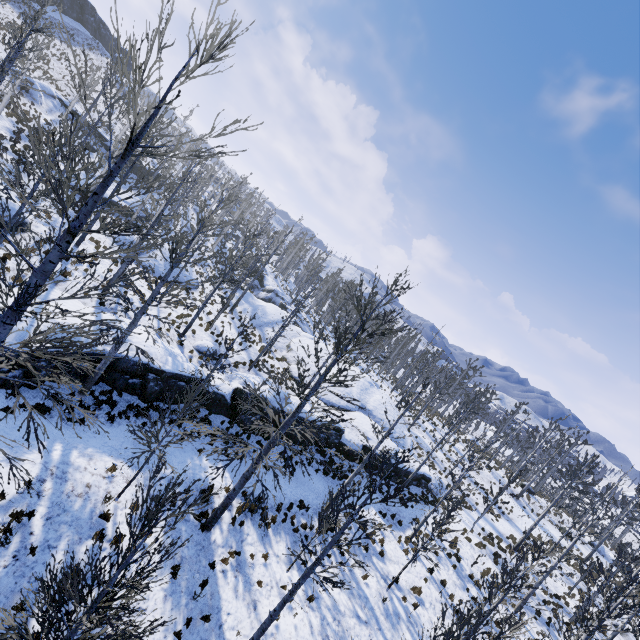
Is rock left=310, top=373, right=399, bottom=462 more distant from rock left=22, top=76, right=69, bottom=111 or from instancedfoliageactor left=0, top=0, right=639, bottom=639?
rock left=22, top=76, right=69, bottom=111

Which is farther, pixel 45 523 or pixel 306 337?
pixel 306 337

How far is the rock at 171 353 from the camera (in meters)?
14.30

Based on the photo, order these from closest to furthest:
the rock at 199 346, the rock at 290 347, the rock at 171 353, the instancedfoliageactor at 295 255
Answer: the rock at 171 353
the rock at 199 346
the rock at 290 347
the instancedfoliageactor at 295 255

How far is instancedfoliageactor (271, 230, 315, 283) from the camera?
54.2 meters

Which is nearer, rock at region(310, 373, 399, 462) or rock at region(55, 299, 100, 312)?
rock at region(55, 299, 100, 312)

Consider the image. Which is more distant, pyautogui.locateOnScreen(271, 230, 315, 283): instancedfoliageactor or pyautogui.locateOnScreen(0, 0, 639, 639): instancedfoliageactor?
pyautogui.locateOnScreen(271, 230, 315, 283): instancedfoliageactor

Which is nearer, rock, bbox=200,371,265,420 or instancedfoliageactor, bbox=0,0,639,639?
instancedfoliageactor, bbox=0,0,639,639
